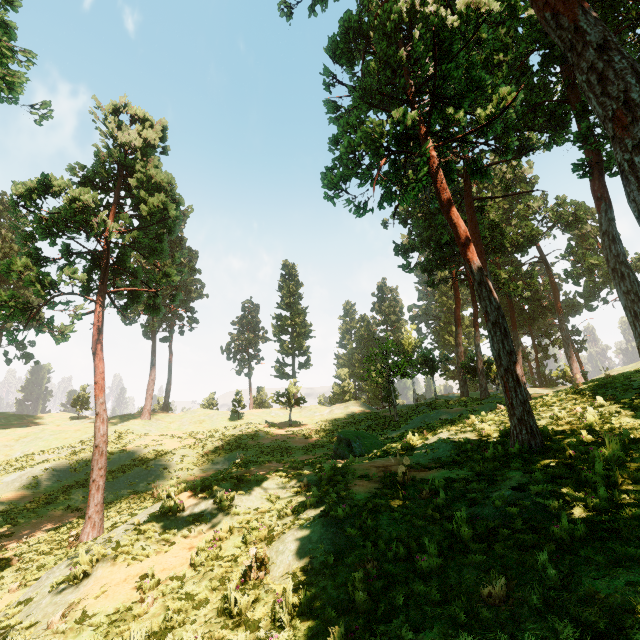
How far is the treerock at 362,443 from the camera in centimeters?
1639cm

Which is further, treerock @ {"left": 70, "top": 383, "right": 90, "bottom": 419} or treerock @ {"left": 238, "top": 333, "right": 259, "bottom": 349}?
treerock @ {"left": 238, "top": 333, "right": 259, "bottom": 349}

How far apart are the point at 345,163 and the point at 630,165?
11.4m

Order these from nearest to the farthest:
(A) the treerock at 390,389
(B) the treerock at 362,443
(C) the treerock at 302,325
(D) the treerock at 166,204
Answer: (D) the treerock at 166,204 → (B) the treerock at 362,443 → (A) the treerock at 390,389 → (C) the treerock at 302,325

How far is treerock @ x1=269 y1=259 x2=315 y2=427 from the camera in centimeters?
3741cm
